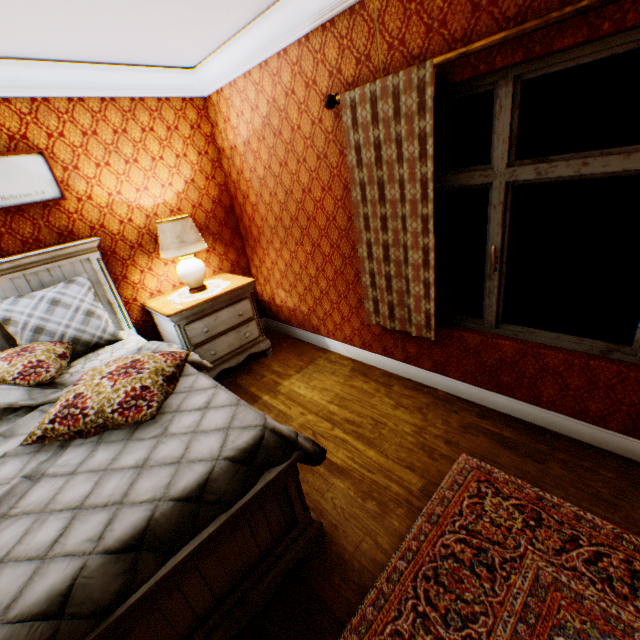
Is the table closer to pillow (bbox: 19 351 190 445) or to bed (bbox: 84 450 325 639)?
pillow (bbox: 19 351 190 445)

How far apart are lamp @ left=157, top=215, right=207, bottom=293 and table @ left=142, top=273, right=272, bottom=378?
0.3m

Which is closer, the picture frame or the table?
the picture frame

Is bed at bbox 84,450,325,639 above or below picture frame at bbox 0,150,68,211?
below

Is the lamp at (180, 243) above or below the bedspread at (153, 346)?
above

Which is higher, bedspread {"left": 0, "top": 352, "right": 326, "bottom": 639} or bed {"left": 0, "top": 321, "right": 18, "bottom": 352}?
bed {"left": 0, "top": 321, "right": 18, "bottom": 352}

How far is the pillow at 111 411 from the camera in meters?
1.7

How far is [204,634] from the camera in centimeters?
149cm
